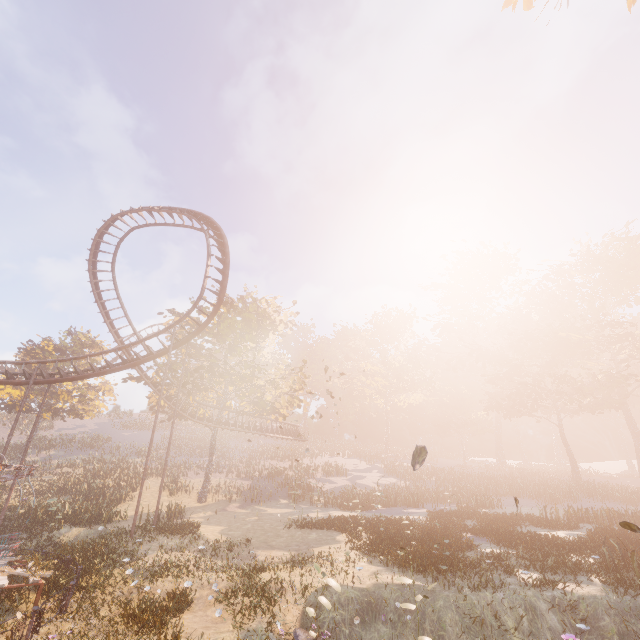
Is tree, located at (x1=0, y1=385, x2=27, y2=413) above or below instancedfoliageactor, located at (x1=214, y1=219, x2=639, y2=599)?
above

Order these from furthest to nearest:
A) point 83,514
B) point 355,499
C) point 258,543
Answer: point 355,499 < point 83,514 < point 258,543

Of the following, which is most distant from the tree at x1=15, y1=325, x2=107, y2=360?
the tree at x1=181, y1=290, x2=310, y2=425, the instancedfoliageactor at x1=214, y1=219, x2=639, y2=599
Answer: the instancedfoliageactor at x1=214, y1=219, x2=639, y2=599

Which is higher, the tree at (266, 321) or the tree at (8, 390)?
the tree at (8, 390)

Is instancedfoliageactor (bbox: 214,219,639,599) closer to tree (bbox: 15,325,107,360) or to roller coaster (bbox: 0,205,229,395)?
roller coaster (bbox: 0,205,229,395)

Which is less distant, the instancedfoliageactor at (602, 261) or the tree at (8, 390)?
the instancedfoliageactor at (602, 261)

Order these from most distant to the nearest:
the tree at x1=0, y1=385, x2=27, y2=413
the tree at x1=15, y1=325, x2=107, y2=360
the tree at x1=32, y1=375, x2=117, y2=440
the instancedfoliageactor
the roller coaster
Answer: the tree at x1=15, y1=325, x2=107, y2=360 < the tree at x1=32, y1=375, x2=117, y2=440 < the tree at x1=0, y1=385, x2=27, y2=413 < the roller coaster < the instancedfoliageactor
